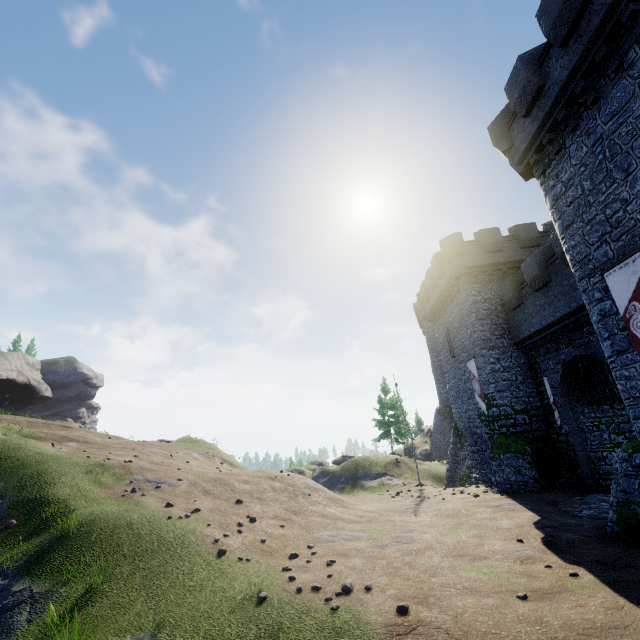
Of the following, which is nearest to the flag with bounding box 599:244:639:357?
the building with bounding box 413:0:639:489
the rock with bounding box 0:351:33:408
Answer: the building with bounding box 413:0:639:489

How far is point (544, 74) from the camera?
11.9m

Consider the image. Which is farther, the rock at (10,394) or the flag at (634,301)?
the rock at (10,394)

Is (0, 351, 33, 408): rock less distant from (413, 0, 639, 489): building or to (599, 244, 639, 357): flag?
(413, 0, 639, 489): building

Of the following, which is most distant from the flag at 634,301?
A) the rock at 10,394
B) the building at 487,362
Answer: the rock at 10,394

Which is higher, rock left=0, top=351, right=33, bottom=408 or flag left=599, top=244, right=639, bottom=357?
rock left=0, top=351, right=33, bottom=408
